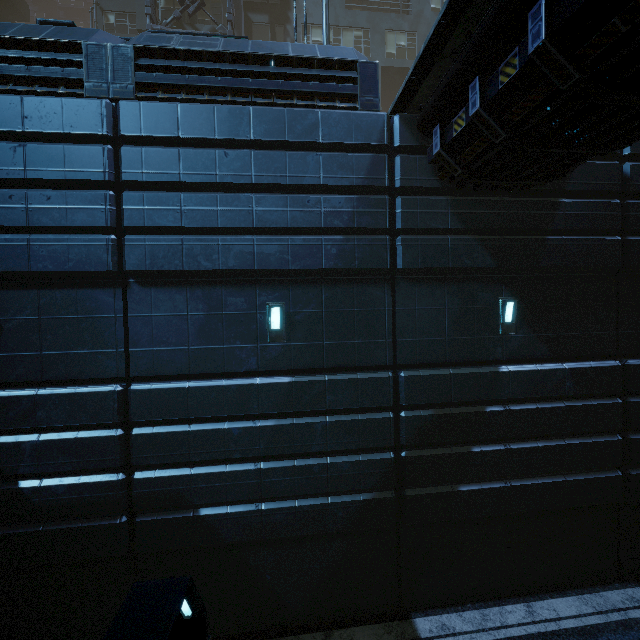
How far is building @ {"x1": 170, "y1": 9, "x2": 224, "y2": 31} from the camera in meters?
18.8 m

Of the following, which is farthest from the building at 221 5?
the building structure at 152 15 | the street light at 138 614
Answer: the street light at 138 614

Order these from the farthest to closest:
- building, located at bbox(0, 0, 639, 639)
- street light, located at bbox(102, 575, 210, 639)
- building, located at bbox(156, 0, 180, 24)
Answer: building, located at bbox(156, 0, 180, 24)
building, located at bbox(0, 0, 639, 639)
street light, located at bbox(102, 575, 210, 639)

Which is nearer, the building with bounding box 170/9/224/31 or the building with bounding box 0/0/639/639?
the building with bounding box 0/0/639/639

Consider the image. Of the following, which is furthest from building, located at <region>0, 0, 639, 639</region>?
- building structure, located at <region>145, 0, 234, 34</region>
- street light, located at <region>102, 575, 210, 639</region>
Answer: street light, located at <region>102, 575, 210, 639</region>

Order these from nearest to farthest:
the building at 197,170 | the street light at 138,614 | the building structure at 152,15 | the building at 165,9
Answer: the street light at 138,614
the building at 197,170
the building structure at 152,15
the building at 165,9

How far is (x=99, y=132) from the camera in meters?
6.6 m
